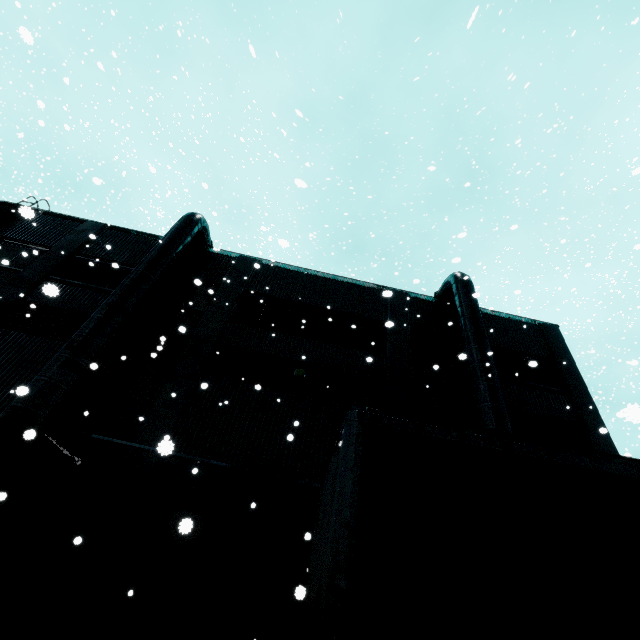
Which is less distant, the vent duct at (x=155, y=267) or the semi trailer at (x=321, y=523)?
the semi trailer at (x=321, y=523)

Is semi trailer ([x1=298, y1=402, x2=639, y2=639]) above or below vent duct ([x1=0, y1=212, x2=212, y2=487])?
below

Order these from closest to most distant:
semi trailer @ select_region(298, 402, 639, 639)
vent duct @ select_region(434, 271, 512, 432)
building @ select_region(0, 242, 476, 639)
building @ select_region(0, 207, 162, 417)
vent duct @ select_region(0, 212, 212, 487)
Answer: semi trailer @ select_region(298, 402, 639, 639)
building @ select_region(0, 242, 476, 639)
vent duct @ select_region(0, 212, 212, 487)
vent duct @ select_region(434, 271, 512, 432)
building @ select_region(0, 207, 162, 417)

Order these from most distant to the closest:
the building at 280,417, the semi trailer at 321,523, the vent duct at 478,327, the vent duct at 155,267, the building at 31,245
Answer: the building at 31,245
the vent duct at 478,327
the vent duct at 155,267
the building at 280,417
the semi trailer at 321,523

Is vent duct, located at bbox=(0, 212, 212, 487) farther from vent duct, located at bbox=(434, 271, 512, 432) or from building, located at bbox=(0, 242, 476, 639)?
vent duct, located at bbox=(434, 271, 512, 432)

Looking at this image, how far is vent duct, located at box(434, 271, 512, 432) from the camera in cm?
1050

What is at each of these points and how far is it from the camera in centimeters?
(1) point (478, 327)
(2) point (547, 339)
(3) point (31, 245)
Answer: (1) vent duct, 1308cm
(2) building, 1582cm
(3) building, 1496cm

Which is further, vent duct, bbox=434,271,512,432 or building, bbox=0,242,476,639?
vent duct, bbox=434,271,512,432
